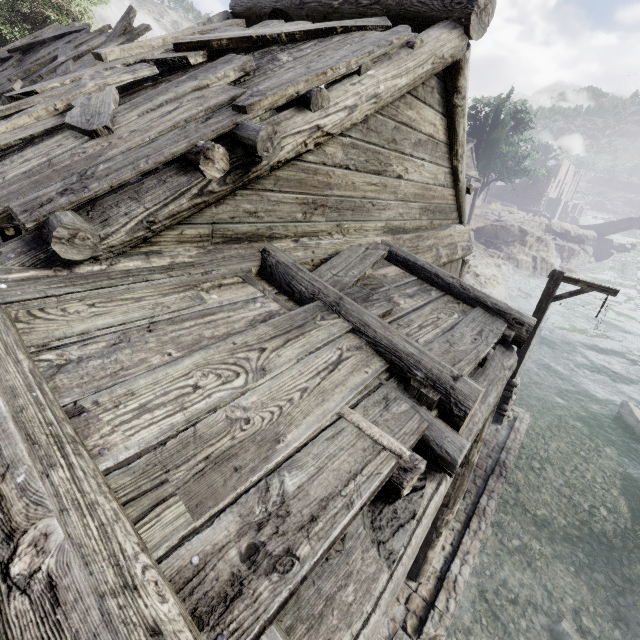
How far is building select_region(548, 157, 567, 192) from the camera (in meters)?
56.66

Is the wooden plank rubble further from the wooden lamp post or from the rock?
the rock

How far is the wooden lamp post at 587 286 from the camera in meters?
8.5 m

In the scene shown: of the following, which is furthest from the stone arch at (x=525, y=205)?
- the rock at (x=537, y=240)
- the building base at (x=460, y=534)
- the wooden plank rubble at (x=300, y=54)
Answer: the wooden plank rubble at (x=300, y=54)

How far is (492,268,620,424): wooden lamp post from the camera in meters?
8.5

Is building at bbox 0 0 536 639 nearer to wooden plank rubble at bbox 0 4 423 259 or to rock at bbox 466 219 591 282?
wooden plank rubble at bbox 0 4 423 259

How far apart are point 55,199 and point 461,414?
2.96m

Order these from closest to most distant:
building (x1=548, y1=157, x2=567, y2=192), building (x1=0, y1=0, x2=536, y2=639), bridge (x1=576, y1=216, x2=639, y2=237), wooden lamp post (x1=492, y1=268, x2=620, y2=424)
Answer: building (x1=0, y1=0, x2=536, y2=639) → wooden lamp post (x1=492, y1=268, x2=620, y2=424) → bridge (x1=576, y1=216, x2=639, y2=237) → building (x1=548, y1=157, x2=567, y2=192)
